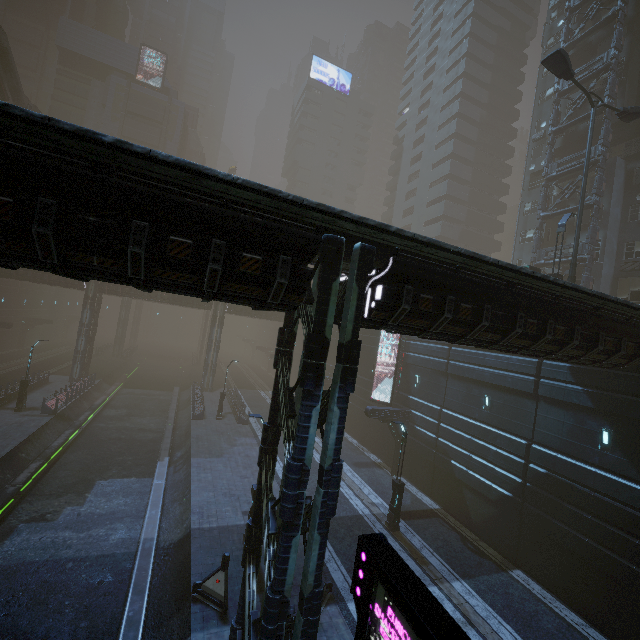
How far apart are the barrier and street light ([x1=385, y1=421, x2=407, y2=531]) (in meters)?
8.80

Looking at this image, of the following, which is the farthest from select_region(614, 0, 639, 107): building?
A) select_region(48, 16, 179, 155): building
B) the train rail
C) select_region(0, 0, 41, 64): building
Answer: select_region(0, 0, 41, 64): building

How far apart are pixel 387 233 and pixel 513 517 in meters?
17.0 m

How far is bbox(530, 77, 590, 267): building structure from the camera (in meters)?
27.19

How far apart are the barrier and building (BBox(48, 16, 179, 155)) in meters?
72.8 m

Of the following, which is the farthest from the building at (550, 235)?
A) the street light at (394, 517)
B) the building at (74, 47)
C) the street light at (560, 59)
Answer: the street light at (394, 517)

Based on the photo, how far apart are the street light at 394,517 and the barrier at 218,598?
8.8m

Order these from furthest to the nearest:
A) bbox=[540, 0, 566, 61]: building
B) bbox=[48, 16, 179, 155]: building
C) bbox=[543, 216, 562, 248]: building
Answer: bbox=[48, 16, 179, 155]: building, bbox=[540, 0, 566, 61]: building, bbox=[543, 216, 562, 248]: building
